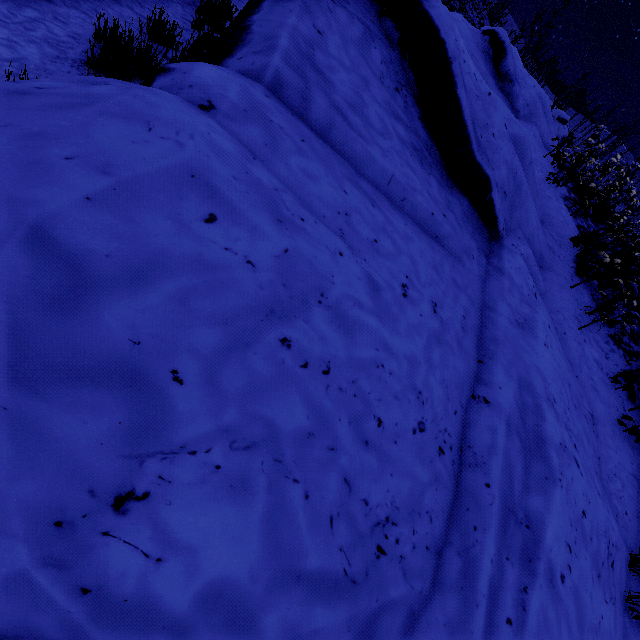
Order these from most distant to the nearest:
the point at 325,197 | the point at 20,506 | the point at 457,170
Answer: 1. the point at 457,170
2. the point at 325,197
3. the point at 20,506
